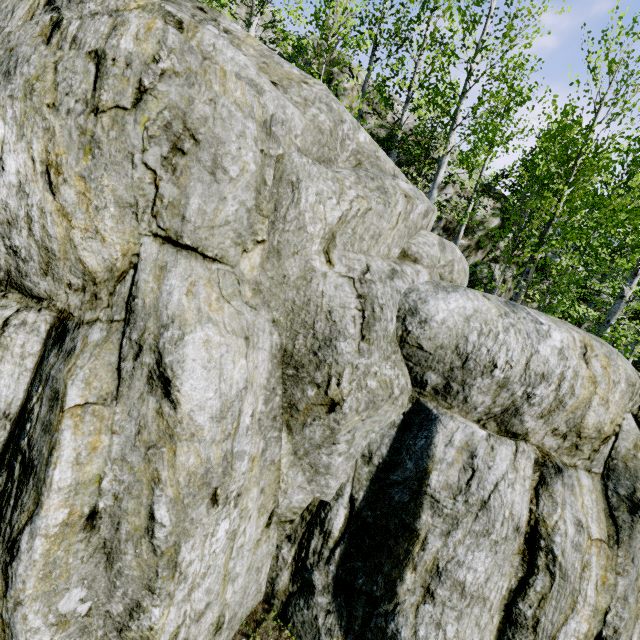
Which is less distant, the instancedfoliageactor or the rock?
the rock

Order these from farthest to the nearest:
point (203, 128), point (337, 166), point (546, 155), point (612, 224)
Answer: point (546, 155), point (612, 224), point (337, 166), point (203, 128)

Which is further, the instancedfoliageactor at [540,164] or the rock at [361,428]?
the instancedfoliageactor at [540,164]
